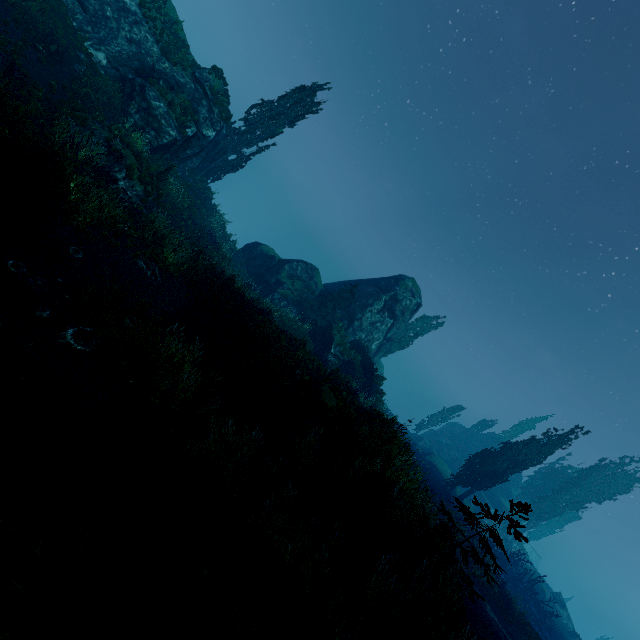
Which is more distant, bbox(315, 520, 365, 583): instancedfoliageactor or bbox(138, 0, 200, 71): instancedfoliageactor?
bbox(138, 0, 200, 71): instancedfoliageactor

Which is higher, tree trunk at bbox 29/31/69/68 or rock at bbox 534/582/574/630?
rock at bbox 534/582/574/630

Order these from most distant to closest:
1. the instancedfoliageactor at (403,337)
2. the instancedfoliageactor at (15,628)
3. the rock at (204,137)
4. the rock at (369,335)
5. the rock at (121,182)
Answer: the instancedfoliageactor at (403,337) < the rock at (369,335) < the rock at (204,137) < the rock at (121,182) < the instancedfoliageactor at (15,628)

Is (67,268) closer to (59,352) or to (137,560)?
(59,352)

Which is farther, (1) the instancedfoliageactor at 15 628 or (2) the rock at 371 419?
(2) the rock at 371 419

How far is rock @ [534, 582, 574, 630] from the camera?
41.00m

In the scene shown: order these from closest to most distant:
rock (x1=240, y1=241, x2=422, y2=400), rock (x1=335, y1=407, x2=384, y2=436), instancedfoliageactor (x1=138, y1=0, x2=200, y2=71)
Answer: rock (x1=335, y1=407, x2=384, y2=436)
instancedfoliageactor (x1=138, y1=0, x2=200, y2=71)
rock (x1=240, y1=241, x2=422, y2=400)

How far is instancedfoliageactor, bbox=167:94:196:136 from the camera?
20.7 meters
